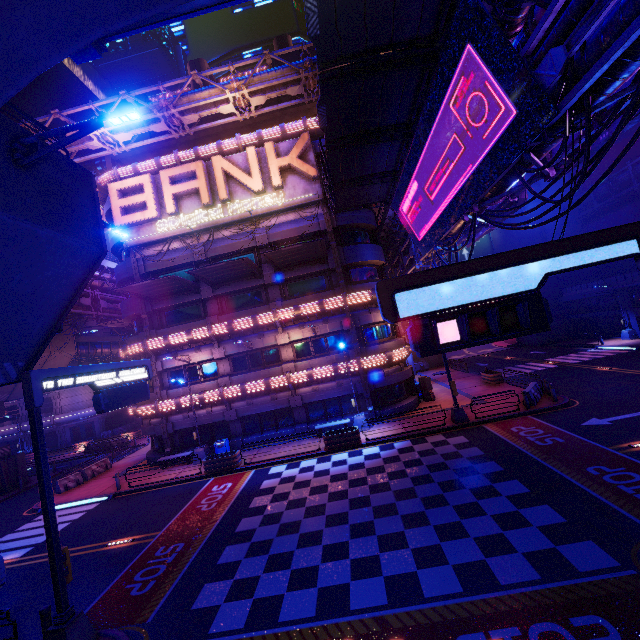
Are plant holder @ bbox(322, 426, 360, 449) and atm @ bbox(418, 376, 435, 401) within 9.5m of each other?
yes

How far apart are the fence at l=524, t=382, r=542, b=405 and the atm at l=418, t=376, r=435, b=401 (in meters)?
6.54

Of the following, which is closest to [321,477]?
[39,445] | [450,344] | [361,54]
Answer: [39,445]

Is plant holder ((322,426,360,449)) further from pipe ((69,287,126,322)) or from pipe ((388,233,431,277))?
pipe ((69,287,126,322))

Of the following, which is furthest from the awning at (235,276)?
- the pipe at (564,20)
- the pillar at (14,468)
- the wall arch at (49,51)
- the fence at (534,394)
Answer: the pillar at (14,468)

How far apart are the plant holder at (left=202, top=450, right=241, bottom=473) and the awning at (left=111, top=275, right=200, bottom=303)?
11.5 meters

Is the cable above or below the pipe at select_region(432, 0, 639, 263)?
below

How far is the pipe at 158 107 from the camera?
21.03m
